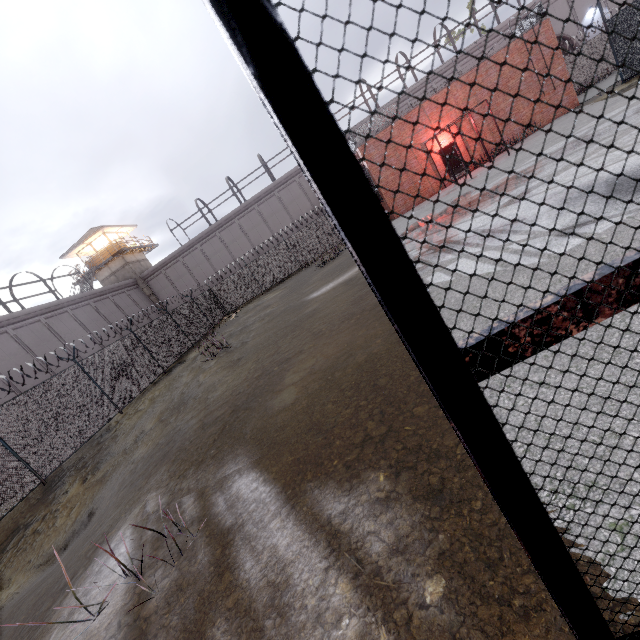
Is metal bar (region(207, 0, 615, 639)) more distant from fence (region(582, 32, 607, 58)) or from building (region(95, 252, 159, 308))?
building (region(95, 252, 159, 308))

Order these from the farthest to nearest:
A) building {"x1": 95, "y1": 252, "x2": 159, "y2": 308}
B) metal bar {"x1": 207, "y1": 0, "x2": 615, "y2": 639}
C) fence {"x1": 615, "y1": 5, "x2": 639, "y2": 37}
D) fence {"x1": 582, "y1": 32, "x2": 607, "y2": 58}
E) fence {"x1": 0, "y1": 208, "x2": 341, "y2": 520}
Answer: building {"x1": 95, "y1": 252, "x2": 159, "y2": 308} → fence {"x1": 582, "y1": 32, "x2": 607, "y2": 58} → fence {"x1": 615, "y1": 5, "x2": 639, "y2": 37} → fence {"x1": 0, "y1": 208, "x2": 341, "y2": 520} → metal bar {"x1": 207, "y1": 0, "x2": 615, "y2": 639}

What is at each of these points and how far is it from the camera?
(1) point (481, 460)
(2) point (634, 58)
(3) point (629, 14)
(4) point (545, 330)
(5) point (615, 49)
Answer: (1) metal bar, 0.43m
(2) fence, 14.38m
(3) fence, 13.67m
(4) metal cage, 0.88m
(5) fence, 14.88m

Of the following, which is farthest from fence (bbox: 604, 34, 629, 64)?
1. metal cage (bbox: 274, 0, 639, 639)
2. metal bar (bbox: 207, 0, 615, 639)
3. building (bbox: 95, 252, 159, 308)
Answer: metal bar (bbox: 207, 0, 615, 639)

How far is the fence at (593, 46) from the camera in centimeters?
2280cm

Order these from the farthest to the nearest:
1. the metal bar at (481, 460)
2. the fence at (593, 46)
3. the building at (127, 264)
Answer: the building at (127, 264)
the fence at (593, 46)
the metal bar at (481, 460)
